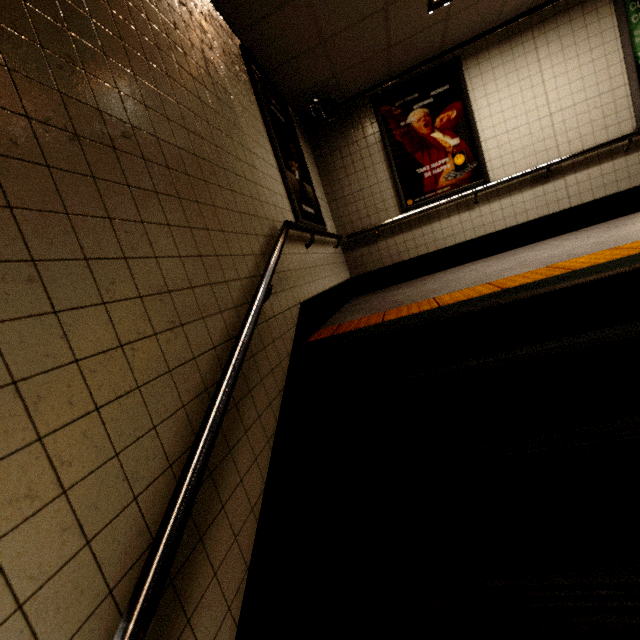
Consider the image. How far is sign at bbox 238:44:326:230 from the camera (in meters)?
3.16

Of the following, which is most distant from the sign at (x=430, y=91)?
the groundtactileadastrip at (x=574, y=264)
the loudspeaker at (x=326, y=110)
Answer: the groundtactileadastrip at (x=574, y=264)

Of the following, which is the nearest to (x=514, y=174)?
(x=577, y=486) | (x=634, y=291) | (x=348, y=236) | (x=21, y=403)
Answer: (x=348, y=236)

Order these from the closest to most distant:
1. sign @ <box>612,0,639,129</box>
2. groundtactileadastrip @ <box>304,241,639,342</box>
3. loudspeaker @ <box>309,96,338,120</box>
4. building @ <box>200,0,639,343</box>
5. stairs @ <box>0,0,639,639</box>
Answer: stairs @ <box>0,0,639,639</box>
groundtactileadastrip @ <box>304,241,639,342</box>
building @ <box>200,0,639,343</box>
sign @ <box>612,0,639,129</box>
loudspeaker @ <box>309,96,338,120</box>

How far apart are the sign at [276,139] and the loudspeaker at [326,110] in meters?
0.5

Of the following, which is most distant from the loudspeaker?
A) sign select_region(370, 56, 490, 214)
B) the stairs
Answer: the stairs

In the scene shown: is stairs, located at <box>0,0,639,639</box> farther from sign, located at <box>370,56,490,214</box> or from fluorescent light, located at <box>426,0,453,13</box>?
sign, located at <box>370,56,490,214</box>

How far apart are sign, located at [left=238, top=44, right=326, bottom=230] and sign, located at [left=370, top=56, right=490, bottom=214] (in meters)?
1.41
